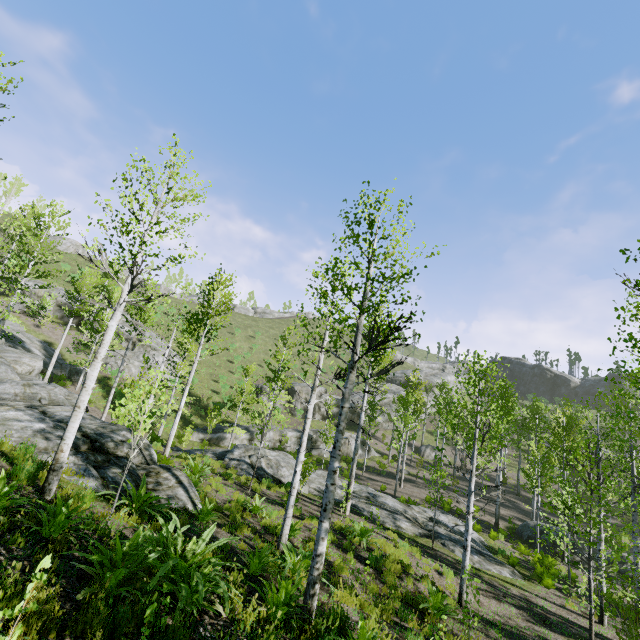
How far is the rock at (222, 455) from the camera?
16.8m

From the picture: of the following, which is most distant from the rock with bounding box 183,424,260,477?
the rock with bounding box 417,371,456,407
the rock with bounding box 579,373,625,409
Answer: the rock with bounding box 579,373,625,409

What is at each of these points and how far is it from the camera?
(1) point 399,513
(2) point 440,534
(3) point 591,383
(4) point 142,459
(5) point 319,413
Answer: (1) rock, 17.0 meters
(2) rock, 16.0 meters
(3) rock, 60.0 meters
(4) rock, 10.6 meters
(5) rock, 42.3 meters

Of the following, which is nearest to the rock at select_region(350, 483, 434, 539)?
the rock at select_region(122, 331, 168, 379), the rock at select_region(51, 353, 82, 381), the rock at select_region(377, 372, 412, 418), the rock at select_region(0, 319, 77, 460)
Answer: the rock at select_region(0, 319, 77, 460)

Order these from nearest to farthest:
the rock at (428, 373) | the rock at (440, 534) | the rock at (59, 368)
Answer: the rock at (440, 534)
the rock at (59, 368)
the rock at (428, 373)

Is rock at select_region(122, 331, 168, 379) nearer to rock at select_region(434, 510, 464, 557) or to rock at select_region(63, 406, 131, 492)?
rock at select_region(63, 406, 131, 492)

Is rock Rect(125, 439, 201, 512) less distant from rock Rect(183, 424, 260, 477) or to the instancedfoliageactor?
the instancedfoliageactor

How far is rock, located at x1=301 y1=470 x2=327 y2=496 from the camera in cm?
1642
